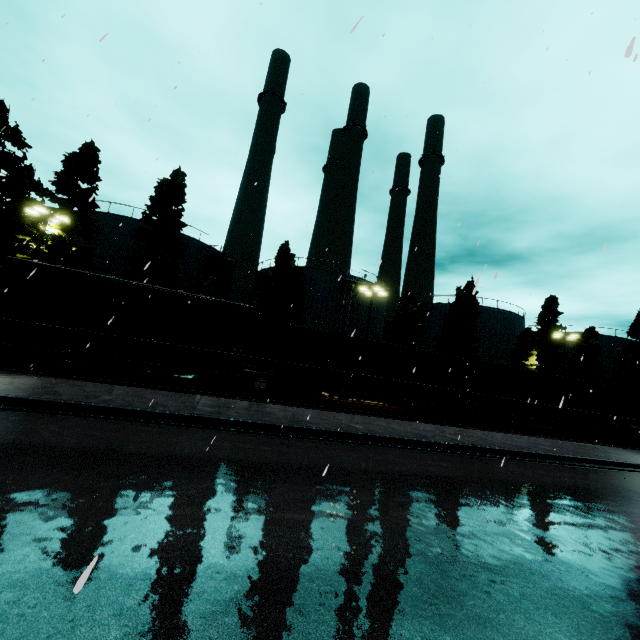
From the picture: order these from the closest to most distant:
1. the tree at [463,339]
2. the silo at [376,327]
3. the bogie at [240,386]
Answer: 1. the bogie at [240,386]
2. the tree at [463,339]
3. the silo at [376,327]

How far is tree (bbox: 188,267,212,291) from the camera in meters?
27.7 m

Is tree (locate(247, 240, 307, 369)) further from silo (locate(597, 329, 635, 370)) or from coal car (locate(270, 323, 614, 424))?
Answer: coal car (locate(270, 323, 614, 424))

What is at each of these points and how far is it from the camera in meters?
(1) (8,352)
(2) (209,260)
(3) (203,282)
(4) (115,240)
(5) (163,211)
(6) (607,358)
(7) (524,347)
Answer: (1) bogie, 14.4
(2) silo, 34.1
(3) tree, 27.9
(4) silo, 29.1
(5) tree, 26.0
(6) silo, 46.1
(7) tree, 35.0

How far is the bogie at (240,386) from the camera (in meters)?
16.62

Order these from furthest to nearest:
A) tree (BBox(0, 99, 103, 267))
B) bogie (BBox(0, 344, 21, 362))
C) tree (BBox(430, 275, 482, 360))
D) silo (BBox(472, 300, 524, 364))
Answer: silo (BBox(472, 300, 524, 364)) < tree (BBox(430, 275, 482, 360)) < tree (BBox(0, 99, 103, 267)) < bogie (BBox(0, 344, 21, 362))

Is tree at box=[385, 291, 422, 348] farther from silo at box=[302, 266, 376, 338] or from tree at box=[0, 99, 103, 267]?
tree at box=[0, 99, 103, 267]
